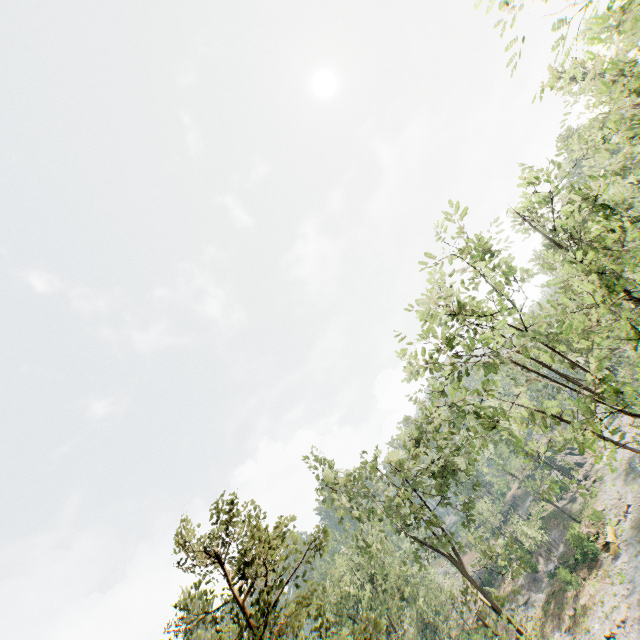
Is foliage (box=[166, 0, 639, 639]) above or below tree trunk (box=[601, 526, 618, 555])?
above

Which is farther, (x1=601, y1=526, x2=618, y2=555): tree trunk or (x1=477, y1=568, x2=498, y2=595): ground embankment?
(x1=477, y1=568, x2=498, y2=595): ground embankment

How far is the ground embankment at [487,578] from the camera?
49.3 meters

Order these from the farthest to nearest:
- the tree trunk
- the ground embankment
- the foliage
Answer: the ground embankment < the tree trunk < the foliage

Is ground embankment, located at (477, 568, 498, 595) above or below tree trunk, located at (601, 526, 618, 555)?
above

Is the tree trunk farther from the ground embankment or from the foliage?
the ground embankment

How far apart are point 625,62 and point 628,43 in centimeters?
897cm

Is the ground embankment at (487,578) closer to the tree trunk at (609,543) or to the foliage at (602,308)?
the foliage at (602,308)
